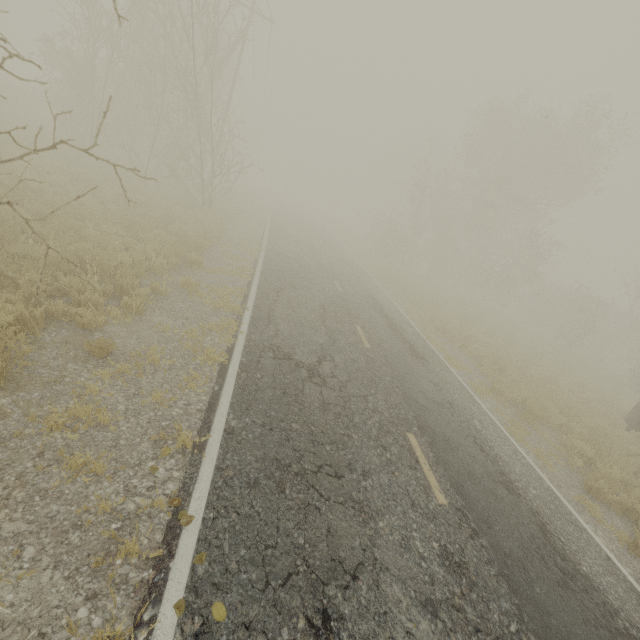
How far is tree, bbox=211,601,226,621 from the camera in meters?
2.8

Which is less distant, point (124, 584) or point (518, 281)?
point (124, 584)

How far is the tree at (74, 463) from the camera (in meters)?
3.54

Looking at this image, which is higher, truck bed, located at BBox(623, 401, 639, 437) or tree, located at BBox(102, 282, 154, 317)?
truck bed, located at BBox(623, 401, 639, 437)

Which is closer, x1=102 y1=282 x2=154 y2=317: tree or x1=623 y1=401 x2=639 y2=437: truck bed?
x1=102 y1=282 x2=154 y2=317: tree

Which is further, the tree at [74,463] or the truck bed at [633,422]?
the truck bed at [633,422]
